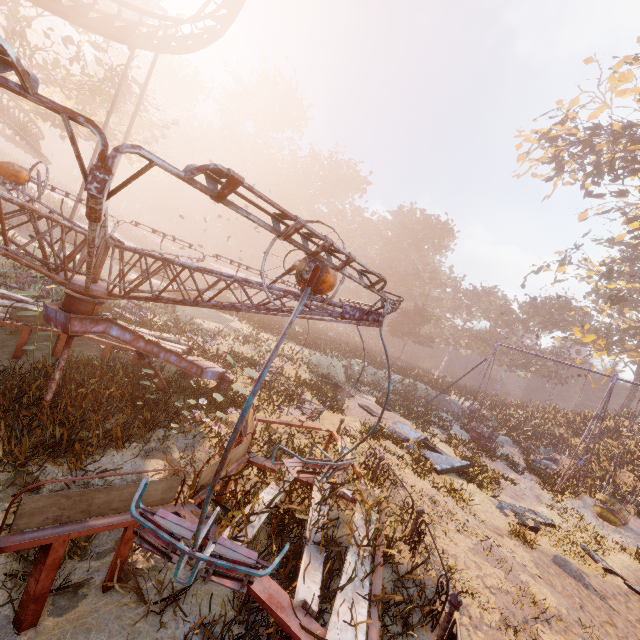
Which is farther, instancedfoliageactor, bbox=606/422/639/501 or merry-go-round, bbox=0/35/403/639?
instancedfoliageactor, bbox=606/422/639/501

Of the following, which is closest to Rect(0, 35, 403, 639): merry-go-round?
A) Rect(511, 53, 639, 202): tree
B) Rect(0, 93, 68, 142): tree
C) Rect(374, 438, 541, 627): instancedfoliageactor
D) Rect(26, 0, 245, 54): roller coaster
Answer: Rect(374, 438, 541, 627): instancedfoliageactor

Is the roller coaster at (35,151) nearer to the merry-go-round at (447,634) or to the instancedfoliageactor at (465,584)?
the merry-go-round at (447,634)

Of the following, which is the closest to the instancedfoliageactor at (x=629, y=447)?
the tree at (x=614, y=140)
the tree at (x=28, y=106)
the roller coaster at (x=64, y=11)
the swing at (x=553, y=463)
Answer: the swing at (x=553, y=463)

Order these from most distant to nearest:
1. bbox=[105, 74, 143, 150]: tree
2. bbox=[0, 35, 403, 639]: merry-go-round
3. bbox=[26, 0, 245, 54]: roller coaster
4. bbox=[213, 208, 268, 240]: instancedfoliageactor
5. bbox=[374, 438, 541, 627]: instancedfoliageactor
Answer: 1. bbox=[213, 208, 268, 240]: instancedfoliageactor
2. bbox=[105, 74, 143, 150]: tree
3. bbox=[26, 0, 245, 54]: roller coaster
4. bbox=[374, 438, 541, 627]: instancedfoliageactor
5. bbox=[0, 35, 403, 639]: merry-go-round

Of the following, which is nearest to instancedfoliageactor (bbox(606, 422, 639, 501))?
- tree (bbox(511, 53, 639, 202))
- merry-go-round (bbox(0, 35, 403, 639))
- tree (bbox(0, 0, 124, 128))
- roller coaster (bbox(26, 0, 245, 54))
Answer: tree (bbox(511, 53, 639, 202))

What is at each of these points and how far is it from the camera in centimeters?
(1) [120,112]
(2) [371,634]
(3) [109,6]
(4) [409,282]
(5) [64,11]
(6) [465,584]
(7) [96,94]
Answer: (1) tree, 2264cm
(2) merry-go-round, 327cm
(3) tree, 2061cm
(4) instancedfoliageactor, 5806cm
(5) roller coaster, 1132cm
(6) instancedfoliageactor, 538cm
(7) tree, 2014cm

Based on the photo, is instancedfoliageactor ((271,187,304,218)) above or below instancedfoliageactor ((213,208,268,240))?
above
